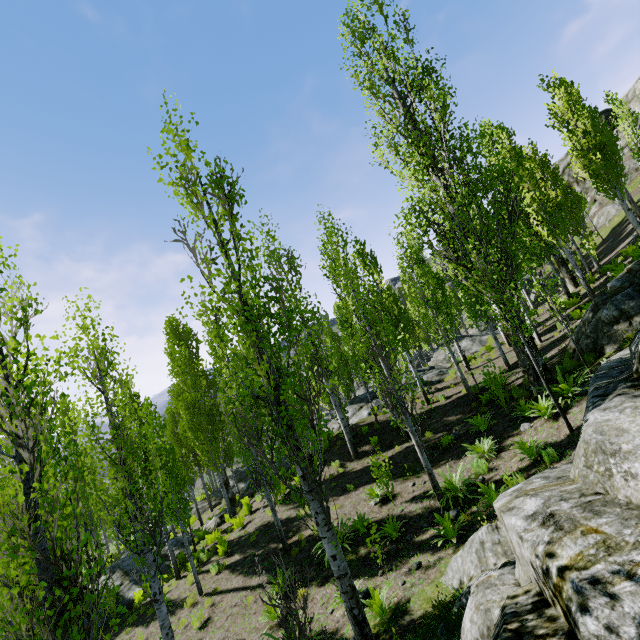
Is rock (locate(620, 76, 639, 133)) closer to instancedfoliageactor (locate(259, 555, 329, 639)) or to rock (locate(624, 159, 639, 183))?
instancedfoliageactor (locate(259, 555, 329, 639))

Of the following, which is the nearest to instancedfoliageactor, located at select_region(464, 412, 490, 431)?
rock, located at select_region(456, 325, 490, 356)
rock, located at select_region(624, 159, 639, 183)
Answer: rock, located at select_region(456, 325, 490, 356)

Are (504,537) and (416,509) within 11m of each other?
yes

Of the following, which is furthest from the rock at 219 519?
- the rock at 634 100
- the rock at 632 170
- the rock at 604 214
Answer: the rock at 632 170

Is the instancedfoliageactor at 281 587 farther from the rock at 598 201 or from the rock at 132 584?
the rock at 598 201

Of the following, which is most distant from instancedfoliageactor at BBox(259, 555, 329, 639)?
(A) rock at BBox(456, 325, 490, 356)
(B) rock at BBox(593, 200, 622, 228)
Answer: (B) rock at BBox(593, 200, 622, 228)

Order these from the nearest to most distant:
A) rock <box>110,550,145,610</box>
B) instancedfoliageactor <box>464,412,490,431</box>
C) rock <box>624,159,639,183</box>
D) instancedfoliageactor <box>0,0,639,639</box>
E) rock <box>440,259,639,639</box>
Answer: rock <box>440,259,639,639</box> → instancedfoliageactor <box>0,0,639,639</box> → instancedfoliageactor <box>464,412,490,431</box> → rock <box>110,550,145,610</box> → rock <box>624,159,639,183</box>

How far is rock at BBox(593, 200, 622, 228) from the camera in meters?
31.2
